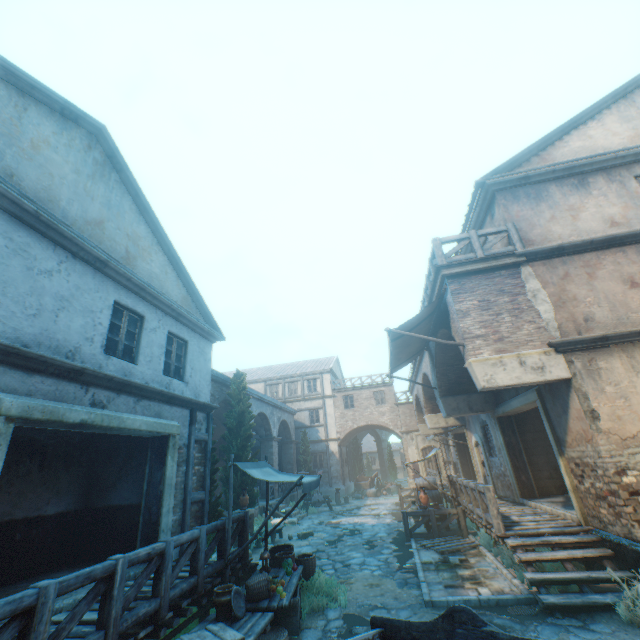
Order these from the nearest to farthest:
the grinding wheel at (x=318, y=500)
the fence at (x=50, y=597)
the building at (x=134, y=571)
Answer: the fence at (x=50, y=597) < the building at (x=134, y=571) < the grinding wheel at (x=318, y=500)

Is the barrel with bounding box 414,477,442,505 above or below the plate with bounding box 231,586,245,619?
above

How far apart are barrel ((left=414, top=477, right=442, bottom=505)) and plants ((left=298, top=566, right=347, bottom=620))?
7.59m

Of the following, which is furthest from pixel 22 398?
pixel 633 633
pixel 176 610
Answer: pixel 633 633

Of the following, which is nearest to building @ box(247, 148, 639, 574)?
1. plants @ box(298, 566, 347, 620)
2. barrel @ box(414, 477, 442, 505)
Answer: plants @ box(298, 566, 347, 620)

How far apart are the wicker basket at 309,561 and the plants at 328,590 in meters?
0.0 m

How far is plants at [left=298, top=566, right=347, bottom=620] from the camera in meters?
6.9 m

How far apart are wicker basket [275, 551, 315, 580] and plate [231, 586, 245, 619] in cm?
252
